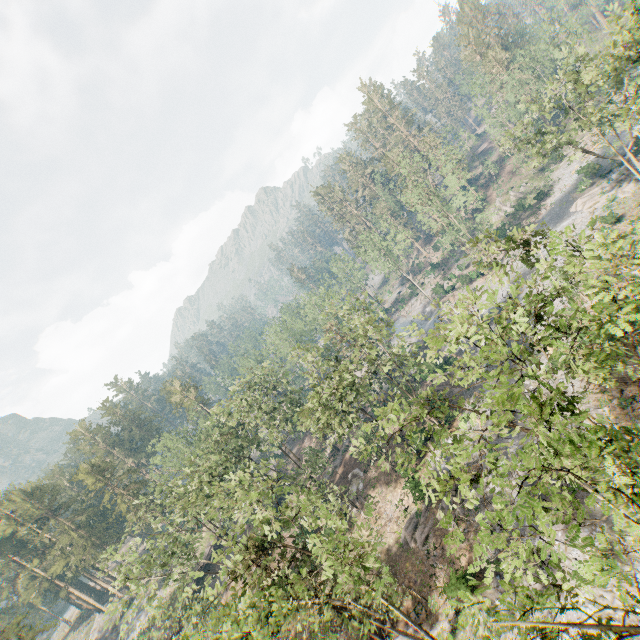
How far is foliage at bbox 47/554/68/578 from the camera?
57.6m

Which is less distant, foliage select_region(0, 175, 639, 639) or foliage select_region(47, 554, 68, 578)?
foliage select_region(0, 175, 639, 639)

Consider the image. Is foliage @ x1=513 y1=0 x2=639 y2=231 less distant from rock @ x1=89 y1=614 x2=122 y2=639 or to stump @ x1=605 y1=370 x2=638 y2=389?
rock @ x1=89 y1=614 x2=122 y2=639

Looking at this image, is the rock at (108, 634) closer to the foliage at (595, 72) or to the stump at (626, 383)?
the foliage at (595, 72)

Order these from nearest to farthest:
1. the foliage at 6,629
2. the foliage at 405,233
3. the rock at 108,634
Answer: the foliage at 6,629, the rock at 108,634, the foliage at 405,233

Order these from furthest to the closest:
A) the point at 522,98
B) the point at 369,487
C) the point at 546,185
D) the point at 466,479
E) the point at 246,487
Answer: the point at 546,185 < the point at 369,487 < the point at 522,98 < the point at 246,487 < the point at 466,479

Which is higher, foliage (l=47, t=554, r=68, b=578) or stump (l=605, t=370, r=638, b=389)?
foliage (l=47, t=554, r=68, b=578)
